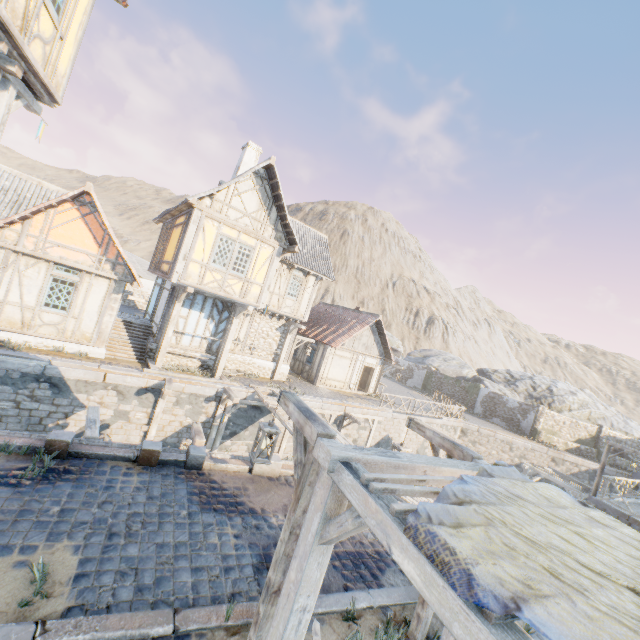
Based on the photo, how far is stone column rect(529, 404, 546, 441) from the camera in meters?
28.8 m

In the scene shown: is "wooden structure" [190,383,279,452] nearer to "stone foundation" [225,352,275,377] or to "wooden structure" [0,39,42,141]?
"stone foundation" [225,352,275,377]

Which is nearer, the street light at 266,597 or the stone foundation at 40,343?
the street light at 266,597

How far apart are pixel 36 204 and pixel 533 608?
19.59m

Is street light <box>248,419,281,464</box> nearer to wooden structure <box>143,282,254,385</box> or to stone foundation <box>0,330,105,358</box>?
wooden structure <box>143,282,254,385</box>

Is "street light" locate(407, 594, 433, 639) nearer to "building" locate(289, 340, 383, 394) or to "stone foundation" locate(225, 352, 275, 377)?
"stone foundation" locate(225, 352, 275, 377)

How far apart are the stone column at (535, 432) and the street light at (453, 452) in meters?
29.8

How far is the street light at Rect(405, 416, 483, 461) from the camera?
4.93m
